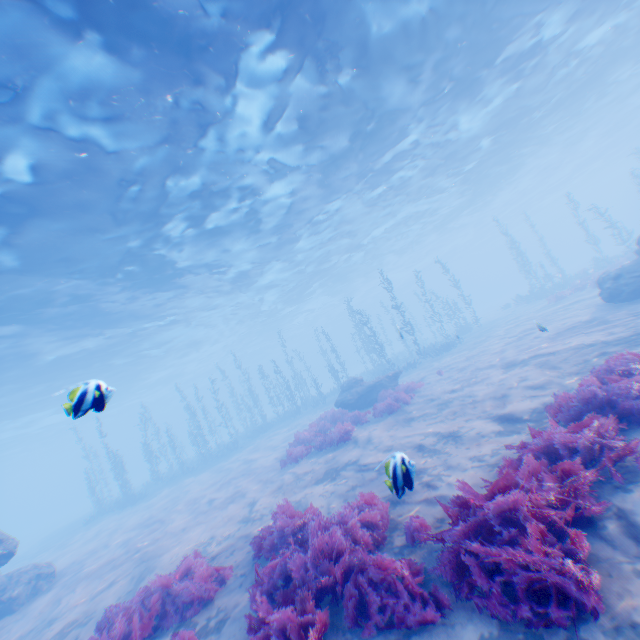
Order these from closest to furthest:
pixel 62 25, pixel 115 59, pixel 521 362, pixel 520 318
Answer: pixel 62 25, pixel 115 59, pixel 521 362, pixel 520 318

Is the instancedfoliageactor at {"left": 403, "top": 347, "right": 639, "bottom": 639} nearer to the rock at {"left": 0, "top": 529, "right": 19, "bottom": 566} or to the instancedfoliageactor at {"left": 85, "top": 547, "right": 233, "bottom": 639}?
the instancedfoliageactor at {"left": 85, "top": 547, "right": 233, "bottom": 639}

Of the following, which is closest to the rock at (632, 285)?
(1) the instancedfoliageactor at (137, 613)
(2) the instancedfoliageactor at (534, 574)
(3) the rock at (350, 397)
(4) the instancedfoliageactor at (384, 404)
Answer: (2) the instancedfoliageactor at (534, 574)

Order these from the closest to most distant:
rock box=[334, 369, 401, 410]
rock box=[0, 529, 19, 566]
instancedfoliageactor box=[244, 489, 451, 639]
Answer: instancedfoliageactor box=[244, 489, 451, 639] < rock box=[0, 529, 19, 566] < rock box=[334, 369, 401, 410]

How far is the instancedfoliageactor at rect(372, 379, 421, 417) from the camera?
13.38m

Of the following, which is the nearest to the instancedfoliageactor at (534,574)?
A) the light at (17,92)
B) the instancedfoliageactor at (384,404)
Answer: the instancedfoliageactor at (384,404)
